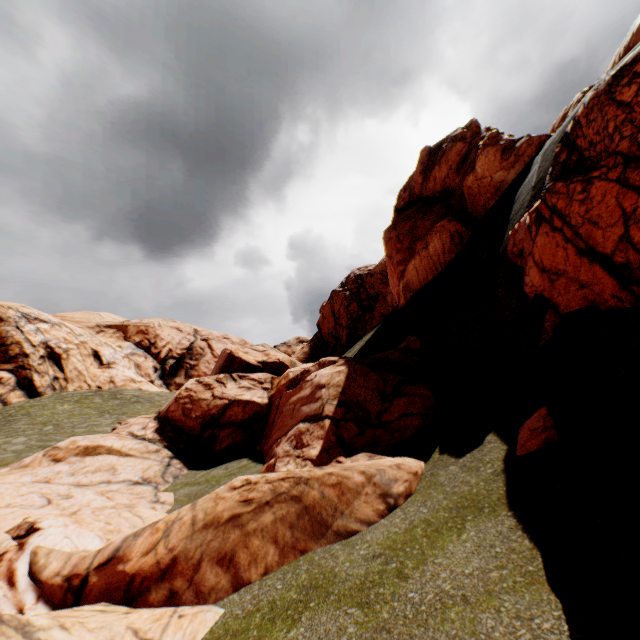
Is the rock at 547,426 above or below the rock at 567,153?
below

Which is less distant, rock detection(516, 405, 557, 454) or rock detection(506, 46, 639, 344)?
rock detection(506, 46, 639, 344)

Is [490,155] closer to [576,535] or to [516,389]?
[516,389]

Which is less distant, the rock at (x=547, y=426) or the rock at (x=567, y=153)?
the rock at (x=567, y=153)

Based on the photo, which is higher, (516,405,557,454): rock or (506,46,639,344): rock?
(506,46,639,344): rock

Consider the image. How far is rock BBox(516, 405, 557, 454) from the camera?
6.4m
